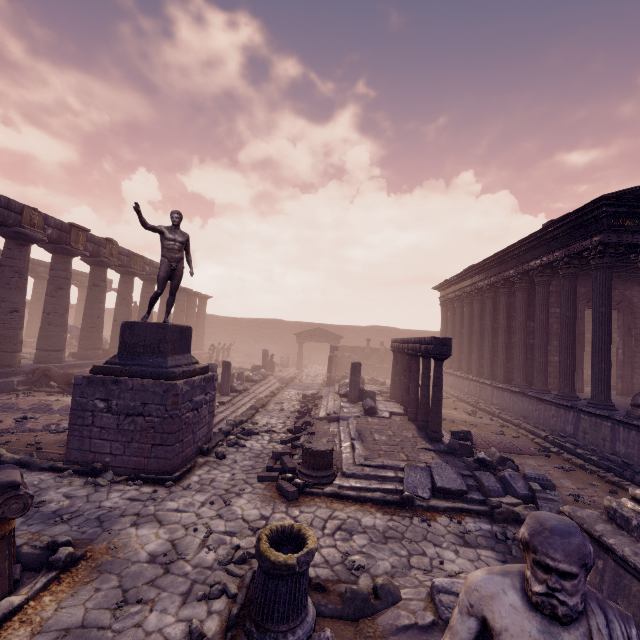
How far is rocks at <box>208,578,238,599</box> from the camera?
3.9 meters

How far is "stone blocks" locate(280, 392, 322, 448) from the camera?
9.6 meters

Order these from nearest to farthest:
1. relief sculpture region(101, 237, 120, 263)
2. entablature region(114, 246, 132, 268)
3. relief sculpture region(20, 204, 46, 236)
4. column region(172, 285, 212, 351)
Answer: relief sculpture region(20, 204, 46, 236), relief sculpture region(101, 237, 120, 263), entablature region(114, 246, 132, 268), column region(172, 285, 212, 351)

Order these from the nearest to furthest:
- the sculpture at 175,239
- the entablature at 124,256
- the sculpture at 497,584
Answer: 1. the sculpture at 497,584
2. the sculpture at 175,239
3. the entablature at 124,256

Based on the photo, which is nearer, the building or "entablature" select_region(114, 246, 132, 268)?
the building

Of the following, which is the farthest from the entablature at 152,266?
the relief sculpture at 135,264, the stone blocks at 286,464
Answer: the stone blocks at 286,464

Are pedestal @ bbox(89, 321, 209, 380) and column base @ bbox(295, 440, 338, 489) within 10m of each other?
yes

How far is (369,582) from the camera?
4.3 meters
